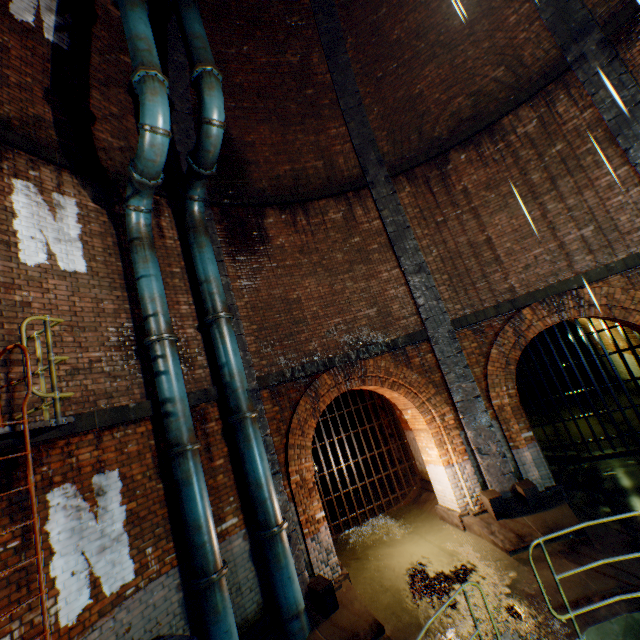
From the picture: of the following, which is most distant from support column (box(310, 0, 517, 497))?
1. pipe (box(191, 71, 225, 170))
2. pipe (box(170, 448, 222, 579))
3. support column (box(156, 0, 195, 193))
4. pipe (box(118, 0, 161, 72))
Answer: pipe (box(170, 448, 222, 579))

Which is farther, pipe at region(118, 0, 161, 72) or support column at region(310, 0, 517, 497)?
support column at region(310, 0, 517, 497)

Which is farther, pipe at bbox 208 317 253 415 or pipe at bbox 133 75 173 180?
pipe at bbox 208 317 253 415

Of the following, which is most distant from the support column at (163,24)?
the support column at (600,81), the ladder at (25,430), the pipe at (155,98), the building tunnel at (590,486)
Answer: the building tunnel at (590,486)

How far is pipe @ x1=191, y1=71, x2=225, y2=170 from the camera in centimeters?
613cm

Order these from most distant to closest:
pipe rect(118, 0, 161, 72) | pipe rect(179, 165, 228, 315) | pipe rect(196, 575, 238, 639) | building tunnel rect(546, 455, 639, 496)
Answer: building tunnel rect(546, 455, 639, 496), pipe rect(179, 165, 228, 315), pipe rect(118, 0, 161, 72), pipe rect(196, 575, 238, 639)

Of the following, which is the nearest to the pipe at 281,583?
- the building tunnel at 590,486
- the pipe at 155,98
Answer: the pipe at 155,98

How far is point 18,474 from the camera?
4.05m
